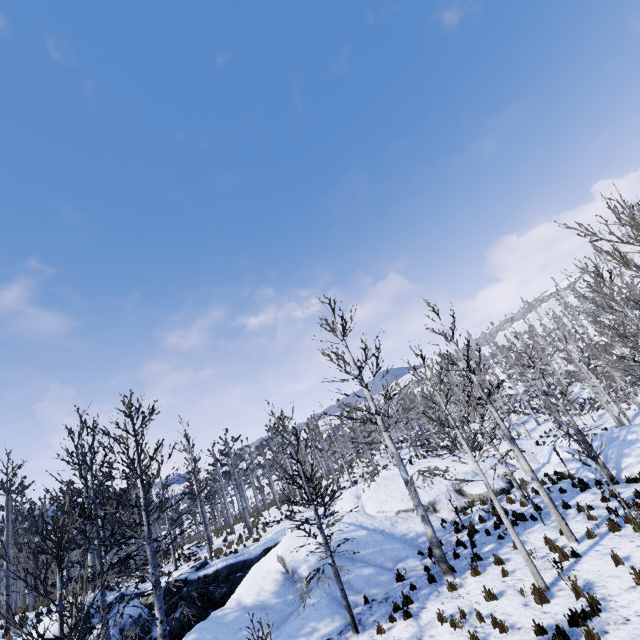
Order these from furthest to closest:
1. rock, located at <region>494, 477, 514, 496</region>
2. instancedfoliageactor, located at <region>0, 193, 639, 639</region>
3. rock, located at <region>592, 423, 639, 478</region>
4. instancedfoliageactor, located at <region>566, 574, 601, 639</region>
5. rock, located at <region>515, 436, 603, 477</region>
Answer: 1. rock, located at <region>494, 477, 514, 496</region>
2. rock, located at <region>515, 436, 603, 477</region>
3. rock, located at <region>592, 423, 639, 478</region>
4. instancedfoliageactor, located at <region>566, 574, 601, 639</region>
5. instancedfoliageactor, located at <region>0, 193, 639, 639</region>

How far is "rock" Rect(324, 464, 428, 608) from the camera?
11.86m

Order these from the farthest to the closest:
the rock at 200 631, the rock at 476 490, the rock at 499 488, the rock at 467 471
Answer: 1. the rock at 467 471
2. the rock at 499 488
3. the rock at 476 490
4. the rock at 200 631

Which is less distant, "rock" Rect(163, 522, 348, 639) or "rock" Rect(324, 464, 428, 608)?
"rock" Rect(163, 522, 348, 639)

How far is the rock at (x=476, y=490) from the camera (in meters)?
16.47

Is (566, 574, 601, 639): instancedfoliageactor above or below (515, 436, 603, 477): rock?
below

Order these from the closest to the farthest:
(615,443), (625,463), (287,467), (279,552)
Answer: (279,552) → (625,463) → (615,443) → (287,467)
